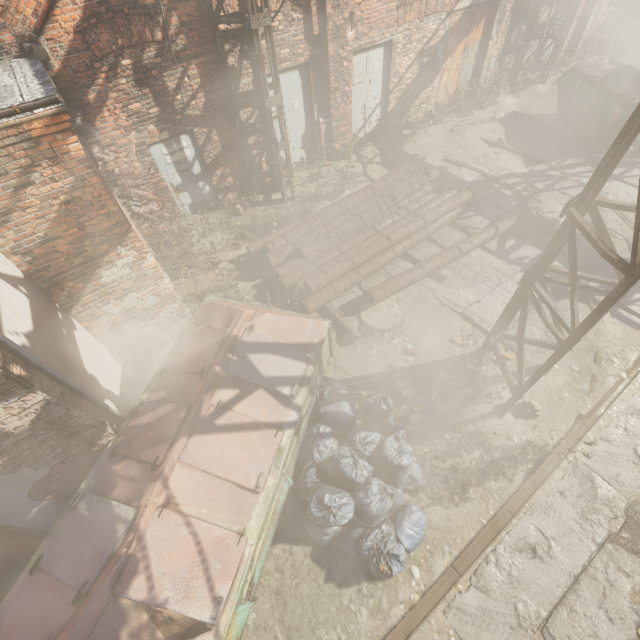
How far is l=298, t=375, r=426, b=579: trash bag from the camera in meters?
4.0 m

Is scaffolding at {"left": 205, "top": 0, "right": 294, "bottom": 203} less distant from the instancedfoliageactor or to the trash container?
the instancedfoliageactor

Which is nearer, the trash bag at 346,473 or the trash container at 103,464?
the trash container at 103,464

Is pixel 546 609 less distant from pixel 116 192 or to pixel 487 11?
pixel 116 192

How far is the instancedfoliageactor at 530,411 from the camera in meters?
5.1

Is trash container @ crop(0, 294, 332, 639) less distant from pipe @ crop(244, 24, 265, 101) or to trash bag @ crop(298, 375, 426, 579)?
trash bag @ crop(298, 375, 426, 579)

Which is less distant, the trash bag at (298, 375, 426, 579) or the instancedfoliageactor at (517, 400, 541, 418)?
the trash bag at (298, 375, 426, 579)

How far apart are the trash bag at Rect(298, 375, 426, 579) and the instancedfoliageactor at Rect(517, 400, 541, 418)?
1.4m
